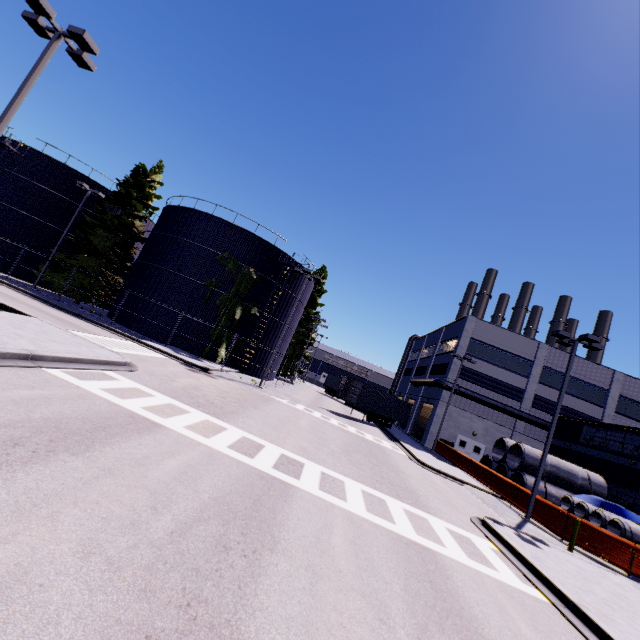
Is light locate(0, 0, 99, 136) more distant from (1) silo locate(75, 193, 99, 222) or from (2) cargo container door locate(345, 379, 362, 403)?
(2) cargo container door locate(345, 379, 362, 403)

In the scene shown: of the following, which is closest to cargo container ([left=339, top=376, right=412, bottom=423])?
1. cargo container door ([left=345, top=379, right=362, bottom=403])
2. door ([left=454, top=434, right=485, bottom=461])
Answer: cargo container door ([left=345, top=379, right=362, bottom=403])

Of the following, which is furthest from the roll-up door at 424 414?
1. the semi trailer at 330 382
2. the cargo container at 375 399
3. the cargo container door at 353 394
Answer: the cargo container door at 353 394

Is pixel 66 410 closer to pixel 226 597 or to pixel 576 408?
pixel 226 597

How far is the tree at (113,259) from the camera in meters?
28.7

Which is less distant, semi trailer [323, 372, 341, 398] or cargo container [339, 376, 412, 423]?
cargo container [339, 376, 412, 423]

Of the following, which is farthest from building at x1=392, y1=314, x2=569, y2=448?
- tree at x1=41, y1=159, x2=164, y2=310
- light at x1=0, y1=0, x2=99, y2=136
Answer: light at x1=0, y1=0, x2=99, y2=136

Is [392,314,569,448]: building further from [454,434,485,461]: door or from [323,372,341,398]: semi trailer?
[323,372,341,398]: semi trailer
